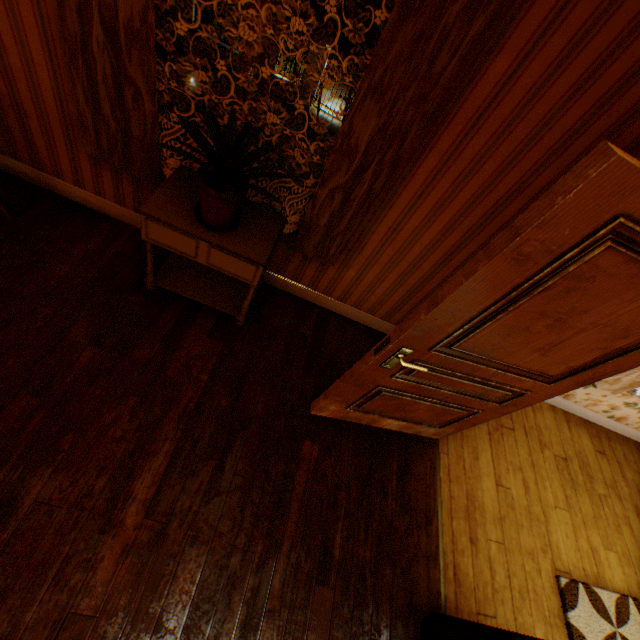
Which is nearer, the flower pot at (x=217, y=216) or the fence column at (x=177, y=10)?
the flower pot at (x=217, y=216)

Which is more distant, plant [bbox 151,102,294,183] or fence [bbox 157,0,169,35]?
fence [bbox 157,0,169,35]

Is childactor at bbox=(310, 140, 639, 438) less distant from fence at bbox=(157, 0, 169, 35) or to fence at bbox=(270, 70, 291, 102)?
fence at bbox=(270, 70, 291, 102)

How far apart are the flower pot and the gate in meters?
14.5 m

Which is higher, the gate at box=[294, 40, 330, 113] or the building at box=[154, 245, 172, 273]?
the building at box=[154, 245, 172, 273]

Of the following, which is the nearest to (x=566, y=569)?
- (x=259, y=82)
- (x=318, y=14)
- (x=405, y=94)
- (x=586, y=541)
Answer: (x=586, y=541)

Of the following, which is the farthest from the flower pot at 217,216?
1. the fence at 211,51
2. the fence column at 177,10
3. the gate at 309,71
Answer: the fence column at 177,10

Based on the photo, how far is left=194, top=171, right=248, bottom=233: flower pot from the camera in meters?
1.8 m
